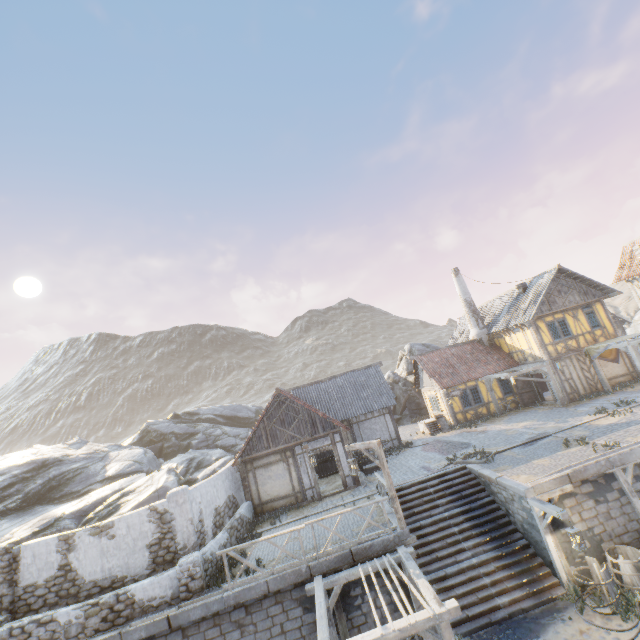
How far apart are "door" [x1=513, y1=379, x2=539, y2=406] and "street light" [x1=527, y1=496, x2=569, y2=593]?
14.3 meters

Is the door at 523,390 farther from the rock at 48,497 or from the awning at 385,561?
the awning at 385,561

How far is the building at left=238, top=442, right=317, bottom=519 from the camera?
16.38m

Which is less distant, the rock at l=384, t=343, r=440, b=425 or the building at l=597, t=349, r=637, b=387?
the building at l=597, t=349, r=637, b=387

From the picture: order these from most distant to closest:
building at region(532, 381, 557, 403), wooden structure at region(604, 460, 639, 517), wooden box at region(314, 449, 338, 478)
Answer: building at region(532, 381, 557, 403)
wooden box at region(314, 449, 338, 478)
wooden structure at region(604, 460, 639, 517)

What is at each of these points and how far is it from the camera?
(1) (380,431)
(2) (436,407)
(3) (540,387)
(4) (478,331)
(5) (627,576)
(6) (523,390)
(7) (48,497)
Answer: (1) building, 22.6 meters
(2) building, 25.5 meters
(3) building, 26.9 meters
(4) chimney, 26.6 meters
(5) barrel, 9.7 meters
(6) door, 23.6 meters
(7) rock, 19.7 meters

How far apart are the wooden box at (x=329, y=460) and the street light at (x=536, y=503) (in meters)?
11.35

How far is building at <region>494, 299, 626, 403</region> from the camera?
21.3 meters
